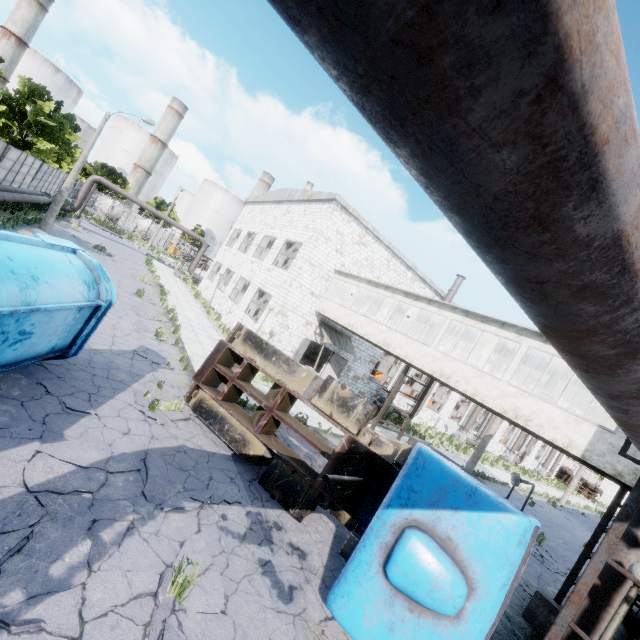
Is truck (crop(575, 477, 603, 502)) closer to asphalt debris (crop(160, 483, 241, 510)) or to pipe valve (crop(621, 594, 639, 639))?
pipe valve (crop(621, 594, 639, 639))

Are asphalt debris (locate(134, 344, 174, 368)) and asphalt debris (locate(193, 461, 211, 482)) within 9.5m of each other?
yes

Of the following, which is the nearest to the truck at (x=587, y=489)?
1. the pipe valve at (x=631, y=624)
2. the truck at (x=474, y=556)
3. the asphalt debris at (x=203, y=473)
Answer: the pipe valve at (x=631, y=624)

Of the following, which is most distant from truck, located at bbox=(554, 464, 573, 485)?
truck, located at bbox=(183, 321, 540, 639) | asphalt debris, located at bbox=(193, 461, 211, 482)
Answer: asphalt debris, located at bbox=(193, 461, 211, 482)

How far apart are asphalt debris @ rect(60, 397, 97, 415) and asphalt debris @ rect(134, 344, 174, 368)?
3.5 meters

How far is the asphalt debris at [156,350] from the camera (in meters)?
11.09

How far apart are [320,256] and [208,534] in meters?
17.0

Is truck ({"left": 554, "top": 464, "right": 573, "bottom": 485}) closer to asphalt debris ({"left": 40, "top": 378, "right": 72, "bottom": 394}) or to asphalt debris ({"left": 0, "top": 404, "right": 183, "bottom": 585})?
asphalt debris ({"left": 0, "top": 404, "right": 183, "bottom": 585})
